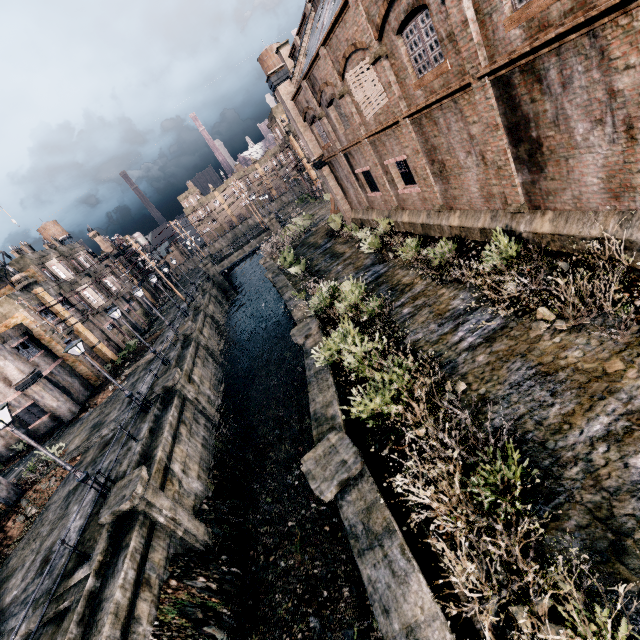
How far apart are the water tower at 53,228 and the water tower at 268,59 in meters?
42.3

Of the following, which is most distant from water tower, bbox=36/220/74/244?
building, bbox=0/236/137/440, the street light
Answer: the street light

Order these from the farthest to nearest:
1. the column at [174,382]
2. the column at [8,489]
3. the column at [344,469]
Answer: the column at [174,382] → the column at [8,489] → the column at [344,469]

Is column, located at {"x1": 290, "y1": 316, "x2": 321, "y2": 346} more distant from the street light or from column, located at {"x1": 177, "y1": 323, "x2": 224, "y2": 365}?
column, located at {"x1": 177, "y1": 323, "x2": 224, "y2": 365}

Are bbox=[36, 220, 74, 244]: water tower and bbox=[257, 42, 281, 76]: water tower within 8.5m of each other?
no

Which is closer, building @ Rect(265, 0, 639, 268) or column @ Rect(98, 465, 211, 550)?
building @ Rect(265, 0, 639, 268)

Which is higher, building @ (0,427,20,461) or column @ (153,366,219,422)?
building @ (0,427,20,461)

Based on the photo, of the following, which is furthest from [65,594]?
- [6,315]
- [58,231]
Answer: [58,231]
